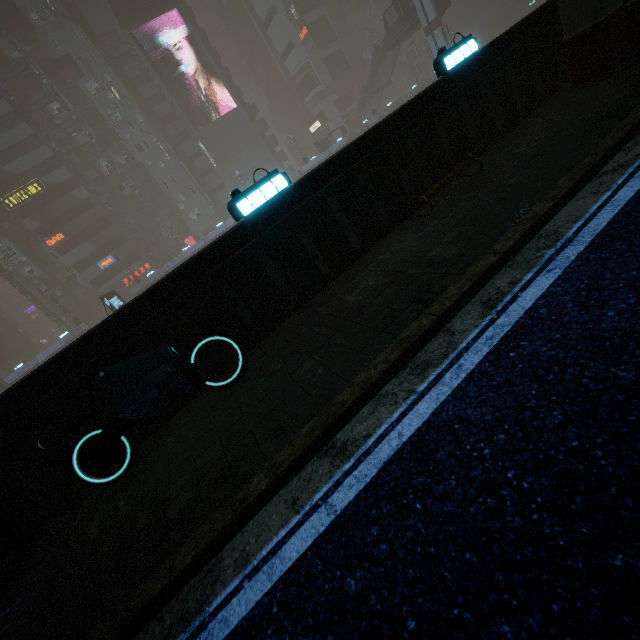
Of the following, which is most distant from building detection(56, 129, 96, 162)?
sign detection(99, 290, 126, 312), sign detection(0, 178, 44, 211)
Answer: sign detection(99, 290, 126, 312)

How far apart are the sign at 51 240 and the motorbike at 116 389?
52.64m

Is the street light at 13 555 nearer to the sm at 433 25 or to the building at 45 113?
the building at 45 113

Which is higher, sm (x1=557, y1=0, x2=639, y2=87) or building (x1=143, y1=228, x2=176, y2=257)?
building (x1=143, y1=228, x2=176, y2=257)

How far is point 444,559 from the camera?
1.9m

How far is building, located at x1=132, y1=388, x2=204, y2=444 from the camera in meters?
5.6

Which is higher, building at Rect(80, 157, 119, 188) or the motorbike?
building at Rect(80, 157, 119, 188)
